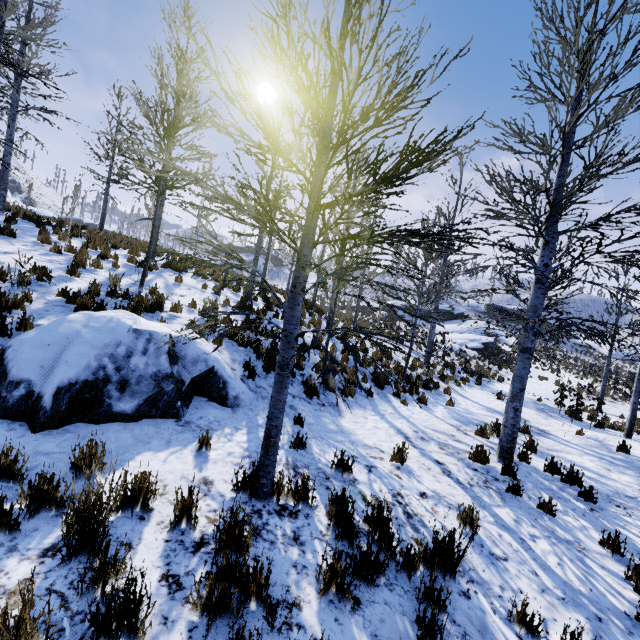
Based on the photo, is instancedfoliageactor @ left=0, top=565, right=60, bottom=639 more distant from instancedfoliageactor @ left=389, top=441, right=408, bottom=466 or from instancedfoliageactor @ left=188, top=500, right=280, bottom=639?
instancedfoliageactor @ left=389, top=441, right=408, bottom=466

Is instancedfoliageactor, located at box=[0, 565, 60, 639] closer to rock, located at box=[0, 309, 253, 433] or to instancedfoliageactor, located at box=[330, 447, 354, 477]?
rock, located at box=[0, 309, 253, 433]

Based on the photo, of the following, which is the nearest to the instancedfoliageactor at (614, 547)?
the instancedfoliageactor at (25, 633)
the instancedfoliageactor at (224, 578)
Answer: the instancedfoliageactor at (25, 633)

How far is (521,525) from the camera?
4.5m

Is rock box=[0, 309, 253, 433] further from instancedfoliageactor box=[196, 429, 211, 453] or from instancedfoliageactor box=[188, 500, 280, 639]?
instancedfoliageactor box=[188, 500, 280, 639]

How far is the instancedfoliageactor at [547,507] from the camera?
5.0 meters

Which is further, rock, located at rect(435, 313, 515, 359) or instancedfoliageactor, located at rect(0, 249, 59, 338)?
rock, located at rect(435, 313, 515, 359)

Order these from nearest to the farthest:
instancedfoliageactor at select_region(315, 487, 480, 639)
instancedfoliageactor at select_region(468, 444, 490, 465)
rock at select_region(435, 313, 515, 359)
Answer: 1. instancedfoliageactor at select_region(315, 487, 480, 639)
2. instancedfoliageactor at select_region(468, 444, 490, 465)
3. rock at select_region(435, 313, 515, 359)
